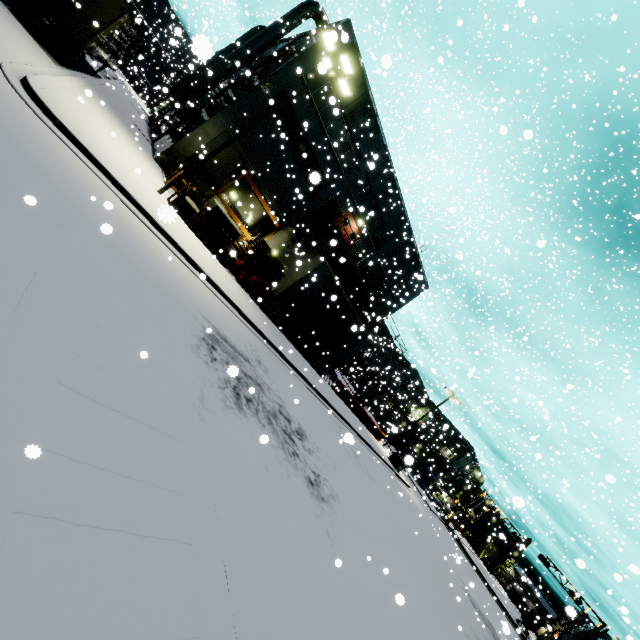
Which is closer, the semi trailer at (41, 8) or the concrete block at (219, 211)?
the semi trailer at (41, 8)

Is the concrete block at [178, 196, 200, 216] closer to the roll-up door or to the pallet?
the pallet

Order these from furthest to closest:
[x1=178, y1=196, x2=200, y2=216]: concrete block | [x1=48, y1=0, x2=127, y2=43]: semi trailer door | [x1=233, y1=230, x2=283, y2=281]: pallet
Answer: [x1=233, y1=230, x2=283, y2=281]: pallet < [x1=178, y1=196, x2=200, y2=216]: concrete block < [x1=48, y1=0, x2=127, y2=43]: semi trailer door

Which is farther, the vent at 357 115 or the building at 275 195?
the vent at 357 115

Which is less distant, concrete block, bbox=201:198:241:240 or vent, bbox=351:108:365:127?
concrete block, bbox=201:198:241:240

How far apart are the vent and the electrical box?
29.2 meters

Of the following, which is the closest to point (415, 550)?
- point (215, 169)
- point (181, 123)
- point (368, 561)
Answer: point (368, 561)
